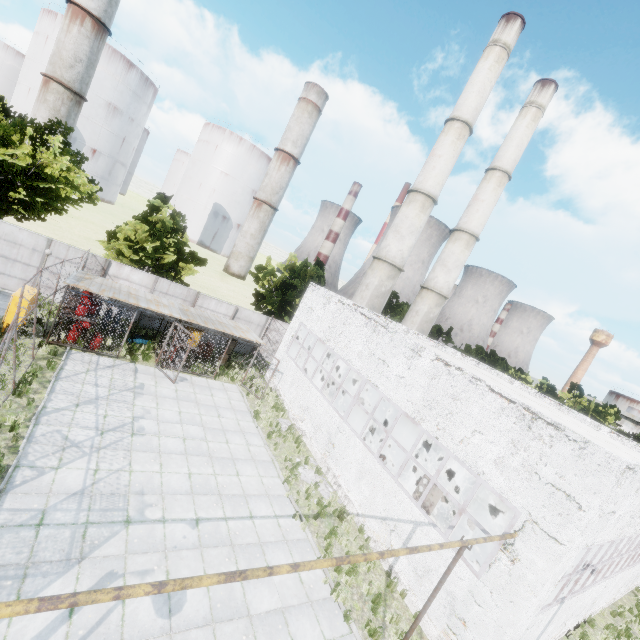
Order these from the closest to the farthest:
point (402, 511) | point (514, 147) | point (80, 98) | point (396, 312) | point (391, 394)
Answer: point (402, 511) < point (391, 394) < point (514, 147) < point (396, 312) < point (80, 98)

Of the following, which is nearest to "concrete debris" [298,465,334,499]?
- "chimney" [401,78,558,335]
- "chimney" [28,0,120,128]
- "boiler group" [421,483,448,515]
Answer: "boiler group" [421,483,448,515]

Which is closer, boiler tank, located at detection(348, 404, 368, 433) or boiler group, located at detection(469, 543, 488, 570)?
boiler group, located at detection(469, 543, 488, 570)

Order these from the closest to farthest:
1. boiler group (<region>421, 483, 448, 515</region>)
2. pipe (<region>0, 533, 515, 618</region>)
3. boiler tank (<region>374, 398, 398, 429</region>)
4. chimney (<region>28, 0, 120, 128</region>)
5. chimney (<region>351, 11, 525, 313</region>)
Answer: pipe (<region>0, 533, 515, 618</region>)
boiler group (<region>421, 483, 448, 515</region>)
boiler tank (<region>374, 398, 398, 429</region>)
chimney (<region>351, 11, 525, 313</region>)
chimney (<region>28, 0, 120, 128</region>)

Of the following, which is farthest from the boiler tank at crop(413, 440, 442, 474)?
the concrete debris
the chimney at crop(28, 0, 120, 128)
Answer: the chimney at crop(28, 0, 120, 128)

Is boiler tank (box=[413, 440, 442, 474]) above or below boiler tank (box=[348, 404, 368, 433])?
above

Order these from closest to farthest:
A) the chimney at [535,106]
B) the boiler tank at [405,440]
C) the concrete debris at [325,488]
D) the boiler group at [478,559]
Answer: the boiler group at [478,559] < the concrete debris at [325,488] < the boiler tank at [405,440] < the chimney at [535,106]

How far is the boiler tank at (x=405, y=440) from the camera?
18.58m
